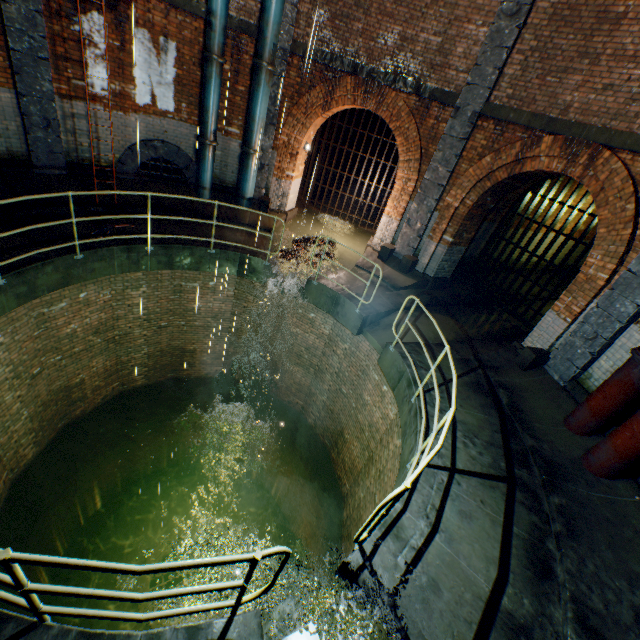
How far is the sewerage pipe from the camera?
9.05m

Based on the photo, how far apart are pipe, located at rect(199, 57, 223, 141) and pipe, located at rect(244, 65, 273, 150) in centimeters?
79cm

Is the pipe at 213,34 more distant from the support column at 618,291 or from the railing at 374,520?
the support column at 618,291

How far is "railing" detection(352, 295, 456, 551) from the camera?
2.9m

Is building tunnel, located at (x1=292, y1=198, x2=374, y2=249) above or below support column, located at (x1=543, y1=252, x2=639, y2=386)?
below

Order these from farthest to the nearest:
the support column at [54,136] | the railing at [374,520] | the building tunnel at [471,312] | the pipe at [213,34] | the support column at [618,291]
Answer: the building tunnel at [471,312] < the pipe at [213,34] < the support column at [54,136] < the support column at [618,291] < the railing at [374,520]

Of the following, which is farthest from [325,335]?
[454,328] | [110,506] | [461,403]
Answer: [110,506]

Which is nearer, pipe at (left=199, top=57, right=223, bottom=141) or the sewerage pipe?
pipe at (left=199, top=57, right=223, bottom=141)
